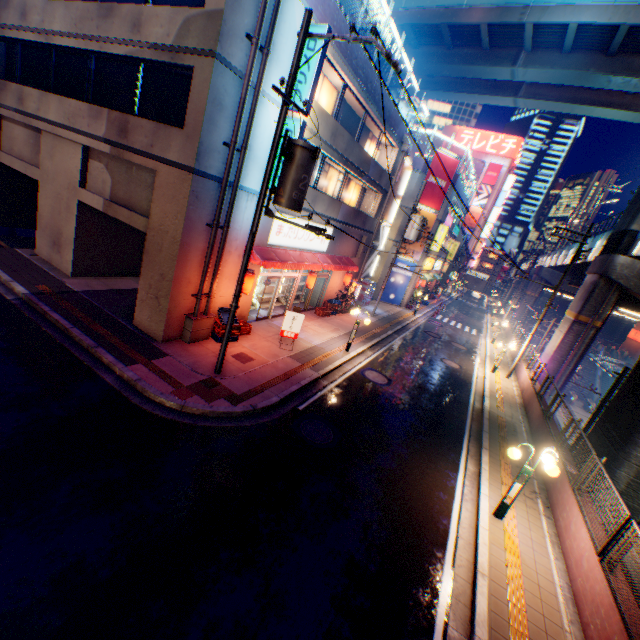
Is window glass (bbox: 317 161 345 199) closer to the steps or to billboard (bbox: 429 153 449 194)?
billboard (bbox: 429 153 449 194)

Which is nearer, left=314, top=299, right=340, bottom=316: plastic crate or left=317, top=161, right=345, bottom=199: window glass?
left=317, top=161, right=345, bottom=199: window glass

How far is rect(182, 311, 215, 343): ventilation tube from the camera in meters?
11.5 m

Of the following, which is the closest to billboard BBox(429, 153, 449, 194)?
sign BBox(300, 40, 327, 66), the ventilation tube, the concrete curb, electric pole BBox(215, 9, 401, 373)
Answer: the concrete curb

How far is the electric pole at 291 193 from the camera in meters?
7.5

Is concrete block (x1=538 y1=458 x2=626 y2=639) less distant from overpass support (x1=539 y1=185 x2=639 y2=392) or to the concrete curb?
the concrete curb

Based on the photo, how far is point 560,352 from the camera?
22.2m

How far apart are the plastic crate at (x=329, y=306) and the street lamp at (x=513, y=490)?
13.2m
